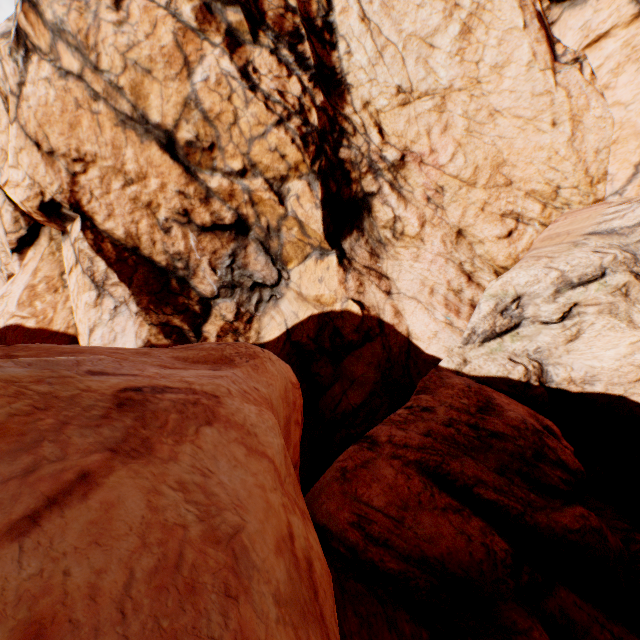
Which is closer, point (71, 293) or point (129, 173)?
point (129, 173)
